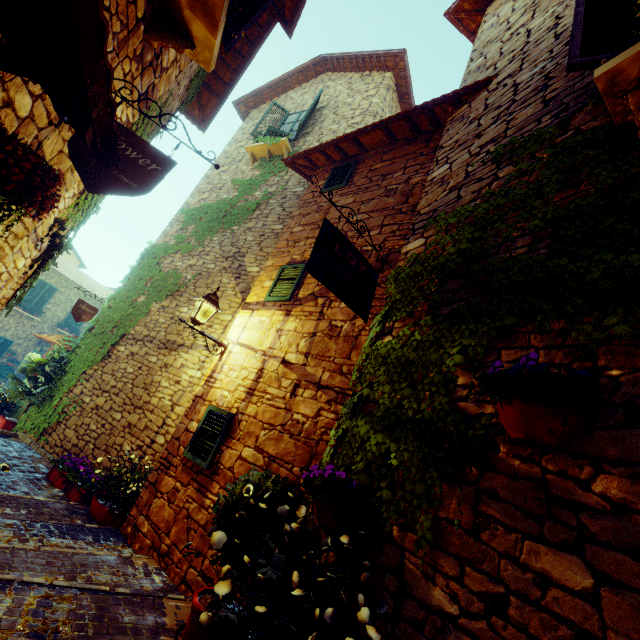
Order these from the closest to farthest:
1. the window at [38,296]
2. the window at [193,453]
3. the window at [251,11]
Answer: the window at [251,11] → the window at [193,453] → the window at [38,296]

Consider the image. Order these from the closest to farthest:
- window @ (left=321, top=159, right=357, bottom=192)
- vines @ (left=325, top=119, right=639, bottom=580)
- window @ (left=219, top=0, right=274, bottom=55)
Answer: vines @ (left=325, top=119, right=639, bottom=580) < window @ (left=219, top=0, right=274, bottom=55) < window @ (left=321, top=159, right=357, bottom=192)

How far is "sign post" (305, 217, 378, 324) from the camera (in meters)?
2.66

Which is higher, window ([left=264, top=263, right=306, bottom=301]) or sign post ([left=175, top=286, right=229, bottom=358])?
window ([left=264, top=263, right=306, bottom=301])

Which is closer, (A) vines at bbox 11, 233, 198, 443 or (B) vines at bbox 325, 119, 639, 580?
(B) vines at bbox 325, 119, 639, 580

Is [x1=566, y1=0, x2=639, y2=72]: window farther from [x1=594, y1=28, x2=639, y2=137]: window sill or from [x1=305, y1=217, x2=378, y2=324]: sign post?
[x1=305, y1=217, x2=378, y2=324]: sign post

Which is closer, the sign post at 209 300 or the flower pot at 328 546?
the flower pot at 328 546

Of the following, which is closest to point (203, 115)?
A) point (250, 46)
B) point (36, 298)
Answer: point (250, 46)
